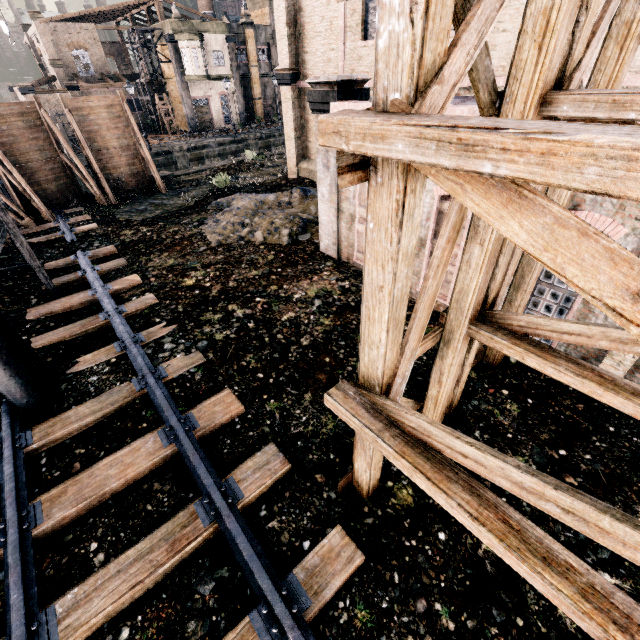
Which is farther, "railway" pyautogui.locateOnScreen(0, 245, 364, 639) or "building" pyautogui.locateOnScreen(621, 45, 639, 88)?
"building" pyautogui.locateOnScreen(621, 45, 639, 88)

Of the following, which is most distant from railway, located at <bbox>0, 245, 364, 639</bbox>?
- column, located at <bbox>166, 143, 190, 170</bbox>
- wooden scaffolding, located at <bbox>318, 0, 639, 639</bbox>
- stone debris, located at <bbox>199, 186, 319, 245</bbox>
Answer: column, located at <bbox>166, 143, 190, 170</bbox>

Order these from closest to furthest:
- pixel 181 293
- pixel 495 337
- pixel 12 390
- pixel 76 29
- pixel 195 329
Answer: pixel 495 337 → pixel 12 390 → pixel 195 329 → pixel 181 293 → pixel 76 29

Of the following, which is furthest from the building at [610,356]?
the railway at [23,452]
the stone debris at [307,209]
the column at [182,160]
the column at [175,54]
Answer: the column at [175,54]

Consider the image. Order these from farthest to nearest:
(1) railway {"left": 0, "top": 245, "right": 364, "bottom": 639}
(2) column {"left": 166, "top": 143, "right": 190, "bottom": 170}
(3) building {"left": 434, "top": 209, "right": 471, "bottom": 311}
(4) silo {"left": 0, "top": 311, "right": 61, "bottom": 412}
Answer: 1. (2) column {"left": 166, "top": 143, "right": 190, "bottom": 170}
2. (3) building {"left": 434, "top": 209, "right": 471, "bottom": 311}
3. (4) silo {"left": 0, "top": 311, "right": 61, "bottom": 412}
4. (1) railway {"left": 0, "top": 245, "right": 364, "bottom": 639}

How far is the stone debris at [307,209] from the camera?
14.78m

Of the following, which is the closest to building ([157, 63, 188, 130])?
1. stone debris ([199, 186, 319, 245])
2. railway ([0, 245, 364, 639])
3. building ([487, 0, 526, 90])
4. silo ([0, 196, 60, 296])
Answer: building ([487, 0, 526, 90])

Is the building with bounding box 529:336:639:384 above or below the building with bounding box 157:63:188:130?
below
